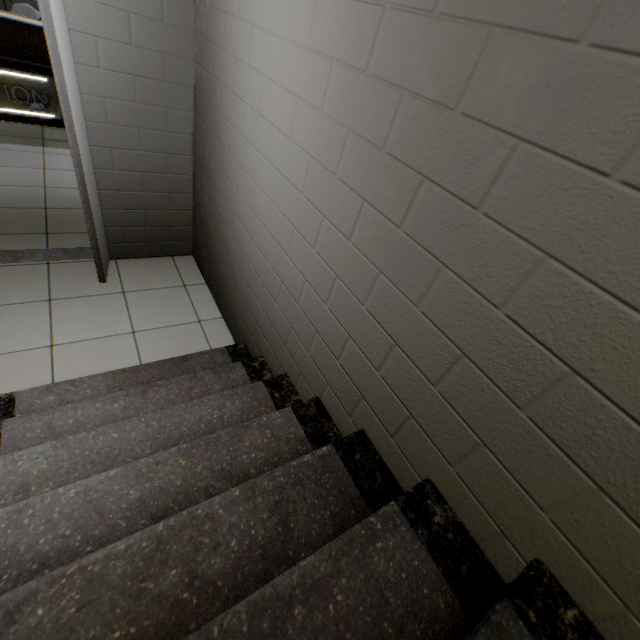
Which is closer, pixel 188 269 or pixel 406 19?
pixel 406 19

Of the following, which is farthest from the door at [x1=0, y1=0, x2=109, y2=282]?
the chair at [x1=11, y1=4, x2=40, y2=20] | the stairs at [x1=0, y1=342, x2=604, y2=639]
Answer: the chair at [x1=11, y1=4, x2=40, y2=20]

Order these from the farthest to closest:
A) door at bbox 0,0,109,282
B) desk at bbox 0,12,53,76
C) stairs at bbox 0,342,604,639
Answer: desk at bbox 0,12,53,76
door at bbox 0,0,109,282
stairs at bbox 0,342,604,639

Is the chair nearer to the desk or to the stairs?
the desk

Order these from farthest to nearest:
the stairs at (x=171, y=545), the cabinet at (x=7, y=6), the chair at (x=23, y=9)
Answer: the cabinet at (x=7, y=6) < the chair at (x=23, y=9) < the stairs at (x=171, y=545)

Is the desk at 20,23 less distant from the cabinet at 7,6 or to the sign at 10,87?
the sign at 10,87

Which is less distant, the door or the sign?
the door

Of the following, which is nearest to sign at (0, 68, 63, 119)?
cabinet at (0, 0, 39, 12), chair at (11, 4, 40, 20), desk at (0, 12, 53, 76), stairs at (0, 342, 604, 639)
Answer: desk at (0, 12, 53, 76)
